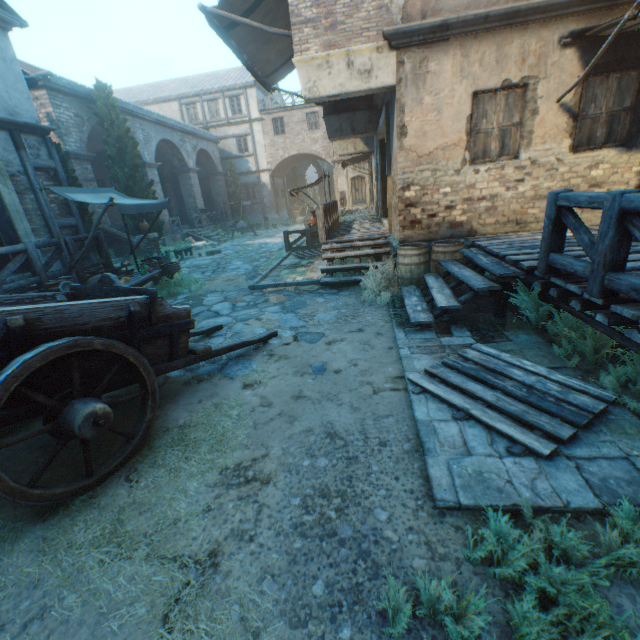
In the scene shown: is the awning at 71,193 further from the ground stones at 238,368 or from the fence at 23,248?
the ground stones at 238,368

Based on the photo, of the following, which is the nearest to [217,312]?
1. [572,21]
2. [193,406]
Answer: [193,406]

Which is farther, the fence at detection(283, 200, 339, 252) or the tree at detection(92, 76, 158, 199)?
the tree at detection(92, 76, 158, 199)

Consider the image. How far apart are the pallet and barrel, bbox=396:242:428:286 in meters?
2.7

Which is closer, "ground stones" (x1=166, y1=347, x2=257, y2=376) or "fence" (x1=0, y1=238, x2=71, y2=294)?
"ground stones" (x1=166, y1=347, x2=257, y2=376)

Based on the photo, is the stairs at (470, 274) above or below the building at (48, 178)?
below

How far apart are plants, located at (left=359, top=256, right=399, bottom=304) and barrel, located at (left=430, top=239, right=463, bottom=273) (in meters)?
0.71

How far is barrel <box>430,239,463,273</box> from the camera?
6.61m
